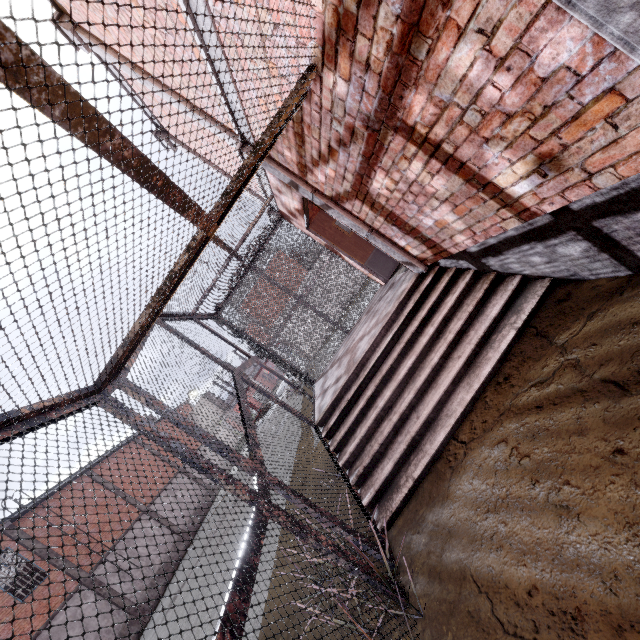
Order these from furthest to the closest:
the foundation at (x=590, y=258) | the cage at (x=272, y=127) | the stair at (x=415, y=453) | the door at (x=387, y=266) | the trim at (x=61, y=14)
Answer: the door at (x=387, y=266) → the trim at (x=61, y=14) → the stair at (x=415, y=453) → the foundation at (x=590, y=258) → the cage at (x=272, y=127)

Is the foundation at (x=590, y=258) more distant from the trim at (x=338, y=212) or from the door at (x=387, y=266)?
the door at (x=387, y=266)

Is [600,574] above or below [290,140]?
below

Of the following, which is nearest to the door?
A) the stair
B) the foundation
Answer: the stair

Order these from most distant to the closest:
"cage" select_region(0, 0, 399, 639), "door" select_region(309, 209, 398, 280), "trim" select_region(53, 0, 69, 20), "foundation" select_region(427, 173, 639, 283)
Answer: "door" select_region(309, 209, 398, 280)
"trim" select_region(53, 0, 69, 20)
"foundation" select_region(427, 173, 639, 283)
"cage" select_region(0, 0, 399, 639)

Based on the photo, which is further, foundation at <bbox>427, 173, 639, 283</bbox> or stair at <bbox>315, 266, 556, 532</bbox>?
stair at <bbox>315, 266, 556, 532</bbox>

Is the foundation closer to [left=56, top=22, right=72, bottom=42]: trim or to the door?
[left=56, top=22, right=72, bottom=42]: trim

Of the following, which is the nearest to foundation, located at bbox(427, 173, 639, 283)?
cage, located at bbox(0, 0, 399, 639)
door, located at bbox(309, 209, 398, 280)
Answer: cage, located at bbox(0, 0, 399, 639)
